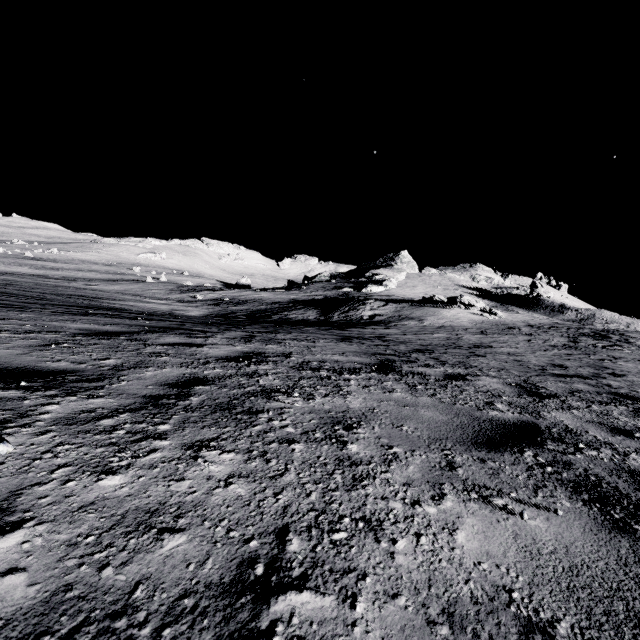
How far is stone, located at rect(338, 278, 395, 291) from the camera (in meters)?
53.62

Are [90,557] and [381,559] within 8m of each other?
yes

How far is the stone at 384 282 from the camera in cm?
5362
